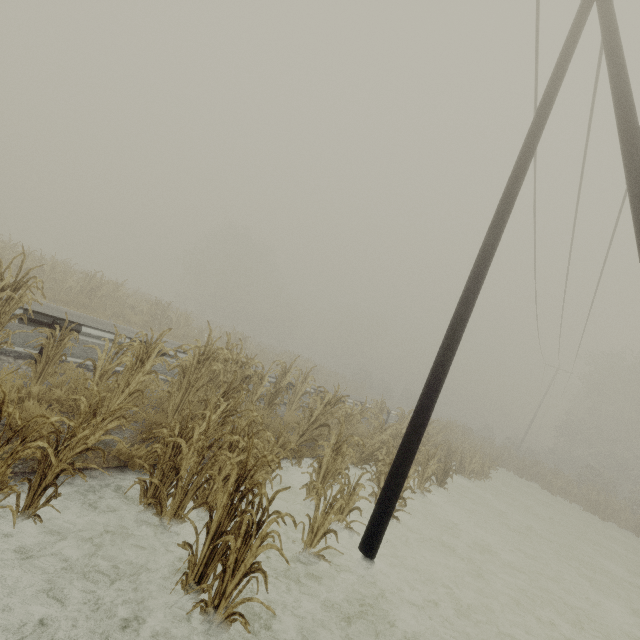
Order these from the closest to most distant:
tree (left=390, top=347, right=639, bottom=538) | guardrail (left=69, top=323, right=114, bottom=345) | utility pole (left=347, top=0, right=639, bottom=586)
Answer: utility pole (left=347, top=0, right=639, bottom=586)
guardrail (left=69, top=323, right=114, bottom=345)
tree (left=390, top=347, right=639, bottom=538)

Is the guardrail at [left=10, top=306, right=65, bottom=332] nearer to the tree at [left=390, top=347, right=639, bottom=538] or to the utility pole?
the tree at [left=390, top=347, right=639, bottom=538]

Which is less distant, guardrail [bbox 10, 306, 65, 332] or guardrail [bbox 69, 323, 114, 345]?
guardrail [bbox 10, 306, 65, 332]

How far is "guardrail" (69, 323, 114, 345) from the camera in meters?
6.7 m

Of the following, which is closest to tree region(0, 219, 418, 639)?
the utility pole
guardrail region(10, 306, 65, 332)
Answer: the utility pole

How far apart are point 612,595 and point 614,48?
13.8m

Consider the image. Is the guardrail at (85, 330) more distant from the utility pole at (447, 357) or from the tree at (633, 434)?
the utility pole at (447, 357)
